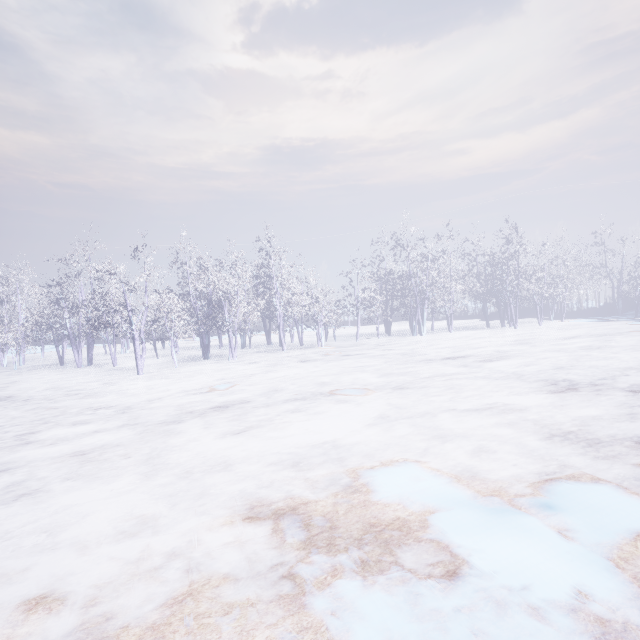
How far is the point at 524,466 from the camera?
4.66m
